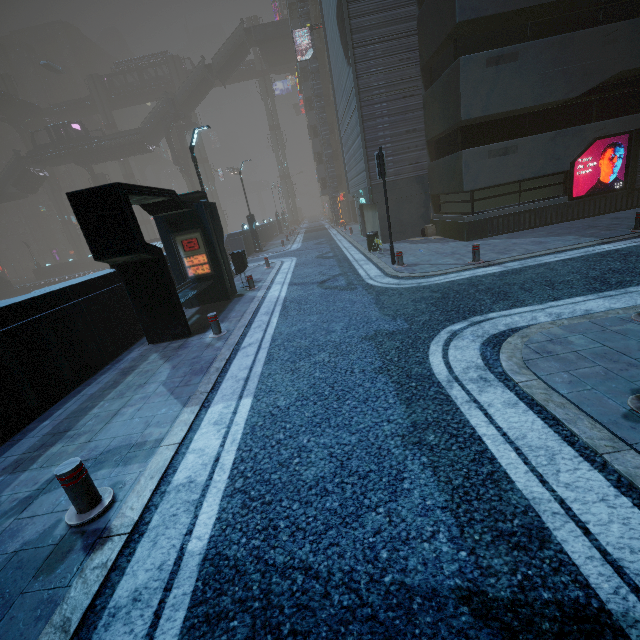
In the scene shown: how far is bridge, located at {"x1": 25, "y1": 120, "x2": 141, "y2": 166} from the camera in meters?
47.5

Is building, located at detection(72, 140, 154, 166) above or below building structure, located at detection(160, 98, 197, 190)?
below

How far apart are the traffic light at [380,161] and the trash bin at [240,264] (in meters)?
5.80

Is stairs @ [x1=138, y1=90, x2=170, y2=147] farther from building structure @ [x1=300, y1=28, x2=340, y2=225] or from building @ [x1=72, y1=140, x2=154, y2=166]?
building structure @ [x1=300, y1=28, x2=340, y2=225]

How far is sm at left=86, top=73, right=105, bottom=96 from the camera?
58.94m

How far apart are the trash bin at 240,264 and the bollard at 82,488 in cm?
1021

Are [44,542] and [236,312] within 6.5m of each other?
no

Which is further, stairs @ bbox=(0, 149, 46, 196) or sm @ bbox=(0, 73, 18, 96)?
sm @ bbox=(0, 73, 18, 96)
